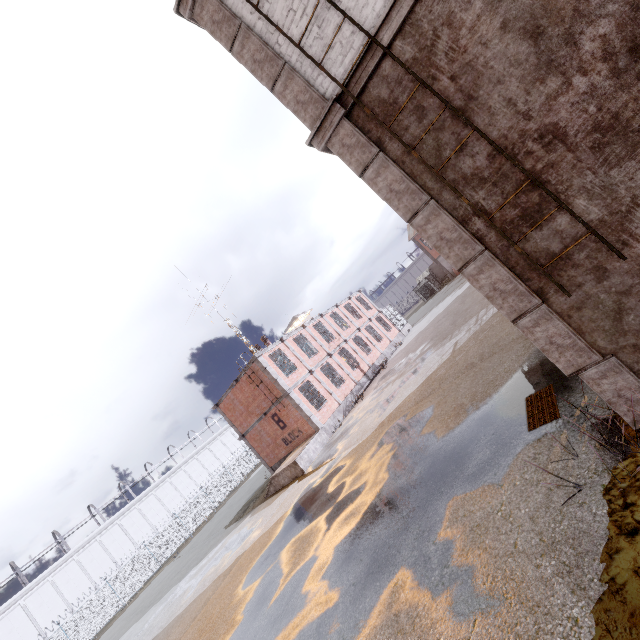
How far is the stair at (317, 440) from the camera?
17.94m

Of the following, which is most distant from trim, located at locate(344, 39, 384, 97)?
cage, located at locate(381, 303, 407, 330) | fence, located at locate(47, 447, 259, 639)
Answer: cage, located at locate(381, 303, 407, 330)

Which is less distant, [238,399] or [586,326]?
[586,326]

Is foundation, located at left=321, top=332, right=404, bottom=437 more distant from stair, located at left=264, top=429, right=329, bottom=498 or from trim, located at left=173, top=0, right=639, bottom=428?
trim, located at left=173, top=0, right=639, bottom=428

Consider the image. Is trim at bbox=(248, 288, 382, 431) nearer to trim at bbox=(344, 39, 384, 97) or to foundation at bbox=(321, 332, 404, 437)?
foundation at bbox=(321, 332, 404, 437)

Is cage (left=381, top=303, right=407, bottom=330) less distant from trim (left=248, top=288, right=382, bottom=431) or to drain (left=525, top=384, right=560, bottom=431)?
trim (left=248, top=288, right=382, bottom=431)

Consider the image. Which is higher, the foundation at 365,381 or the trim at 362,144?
the trim at 362,144

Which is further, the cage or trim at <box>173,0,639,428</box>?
the cage
